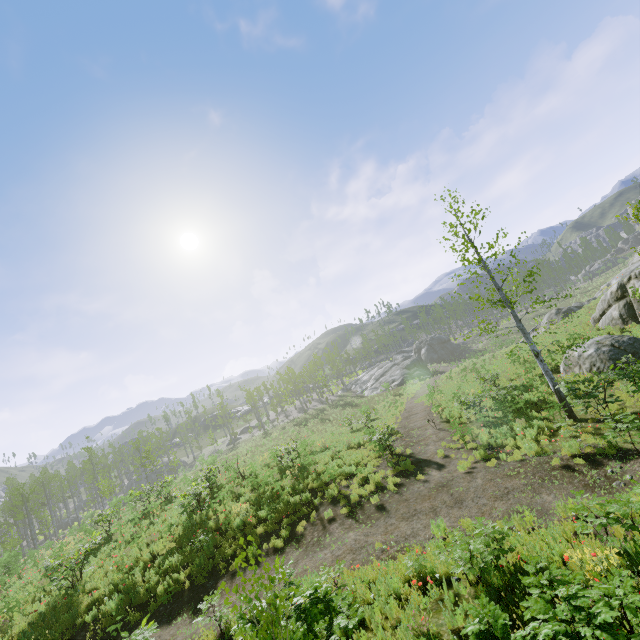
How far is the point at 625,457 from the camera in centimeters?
934cm
